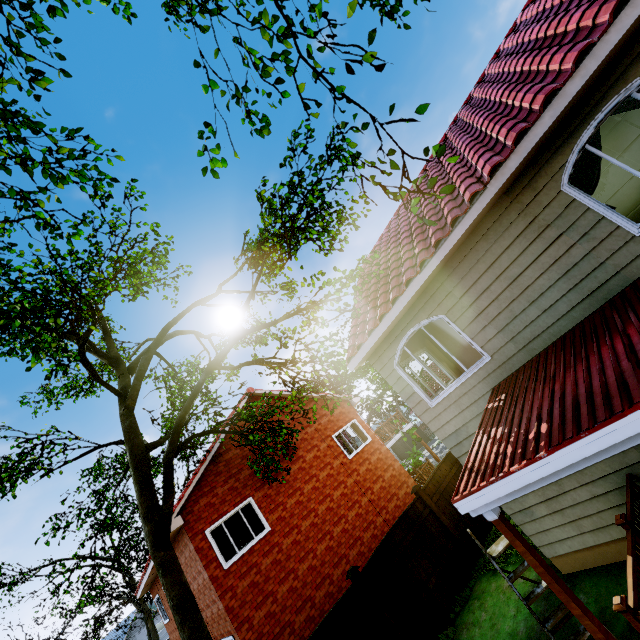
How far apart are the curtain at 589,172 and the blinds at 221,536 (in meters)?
13.72

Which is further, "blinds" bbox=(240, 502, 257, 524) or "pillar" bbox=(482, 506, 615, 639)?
"blinds" bbox=(240, 502, 257, 524)

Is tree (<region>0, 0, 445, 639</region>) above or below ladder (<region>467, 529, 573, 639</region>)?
above

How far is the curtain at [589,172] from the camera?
5.12m

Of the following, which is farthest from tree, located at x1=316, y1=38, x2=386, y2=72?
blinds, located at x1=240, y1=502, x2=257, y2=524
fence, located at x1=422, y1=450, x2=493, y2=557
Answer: blinds, located at x1=240, y1=502, x2=257, y2=524

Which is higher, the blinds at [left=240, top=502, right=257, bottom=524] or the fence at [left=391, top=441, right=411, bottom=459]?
the blinds at [left=240, top=502, right=257, bottom=524]

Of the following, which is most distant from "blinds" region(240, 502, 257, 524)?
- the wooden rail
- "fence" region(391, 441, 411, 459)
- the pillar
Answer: "fence" region(391, 441, 411, 459)

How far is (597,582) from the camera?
5.9m
